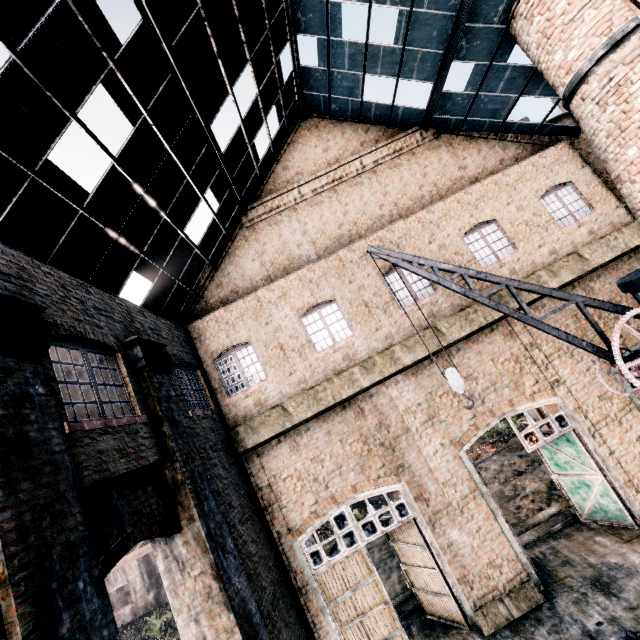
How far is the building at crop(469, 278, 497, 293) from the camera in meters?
12.8 m

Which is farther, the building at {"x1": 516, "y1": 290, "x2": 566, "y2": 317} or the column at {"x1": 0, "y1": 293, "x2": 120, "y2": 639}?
the building at {"x1": 516, "y1": 290, "x2": 566, "y2": 317}

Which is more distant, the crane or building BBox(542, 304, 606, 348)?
building BBox(542, 304, 606, 348)

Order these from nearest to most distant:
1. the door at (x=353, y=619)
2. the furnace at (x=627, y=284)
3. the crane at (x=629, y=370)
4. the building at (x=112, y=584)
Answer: the crane at (x=629, y=370), the furnace at (x=627, y=284), the door at (x=353, y=619), the building at (x=112, y=584)

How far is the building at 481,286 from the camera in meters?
12.8

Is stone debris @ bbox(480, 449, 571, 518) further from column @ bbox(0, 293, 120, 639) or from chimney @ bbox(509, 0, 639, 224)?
column @ bbox(0, 293, 120, 639)

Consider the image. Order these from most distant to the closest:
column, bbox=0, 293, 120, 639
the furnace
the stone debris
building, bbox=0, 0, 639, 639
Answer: the stone debris → the furnace → building, bbox=0, 0, 639, 639 → column, bbox=0, 293, 120, 639

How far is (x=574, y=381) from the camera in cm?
1185
